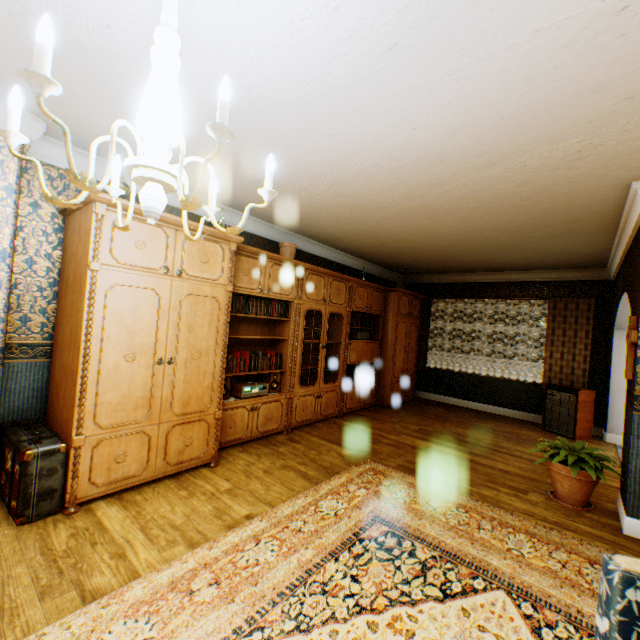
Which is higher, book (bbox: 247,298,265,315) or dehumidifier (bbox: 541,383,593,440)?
book (bbox: 247,298,265,315)

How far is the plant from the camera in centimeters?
315cm

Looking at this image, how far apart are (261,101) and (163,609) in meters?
3.2

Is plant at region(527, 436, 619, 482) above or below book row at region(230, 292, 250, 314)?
below

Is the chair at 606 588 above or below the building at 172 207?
below

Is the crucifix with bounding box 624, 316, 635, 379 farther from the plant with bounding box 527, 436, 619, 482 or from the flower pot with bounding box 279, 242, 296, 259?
the flower pot with bounding box 279, 242, 296, 259

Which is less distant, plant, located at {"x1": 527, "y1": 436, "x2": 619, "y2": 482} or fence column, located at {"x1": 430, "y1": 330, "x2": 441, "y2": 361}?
plant, located at {"x1": 527, "y1": 436, "x2": 619, "y2": 482}

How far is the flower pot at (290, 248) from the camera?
4.9 meters
